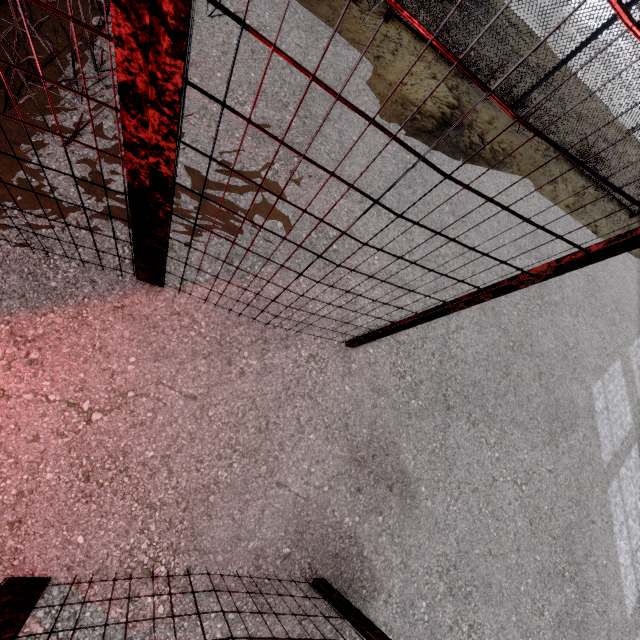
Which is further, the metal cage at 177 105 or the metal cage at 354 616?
the metal cage at 354 616

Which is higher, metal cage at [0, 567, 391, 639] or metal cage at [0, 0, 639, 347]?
metal cage at [0, 0, 639, 347]

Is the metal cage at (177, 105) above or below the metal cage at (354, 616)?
above

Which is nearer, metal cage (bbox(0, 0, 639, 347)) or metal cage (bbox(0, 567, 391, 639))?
metal cage (bbox(0, 0, 639, 347))

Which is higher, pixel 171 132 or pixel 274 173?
pixel 171 132
